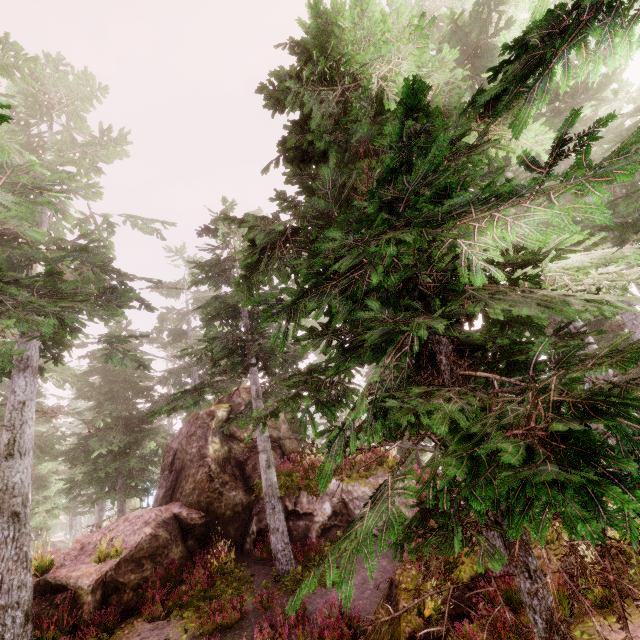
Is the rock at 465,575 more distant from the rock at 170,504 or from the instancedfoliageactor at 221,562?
the rock at 170,504

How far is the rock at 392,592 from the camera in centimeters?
724cm

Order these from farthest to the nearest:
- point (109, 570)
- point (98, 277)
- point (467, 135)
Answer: point (98, 277) < point (467, 135) < point (109, 570)

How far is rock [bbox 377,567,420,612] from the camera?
7.2 meters

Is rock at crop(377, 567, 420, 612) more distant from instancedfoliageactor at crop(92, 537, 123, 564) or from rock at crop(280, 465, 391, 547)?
rock at crop(280, 465, 391, 547)

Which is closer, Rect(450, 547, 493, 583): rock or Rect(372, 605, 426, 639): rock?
Rect(372, 605, 426, 639): rock

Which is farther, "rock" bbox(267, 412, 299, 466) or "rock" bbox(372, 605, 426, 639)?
"rock" bbox(267, 412, 299, 466)
